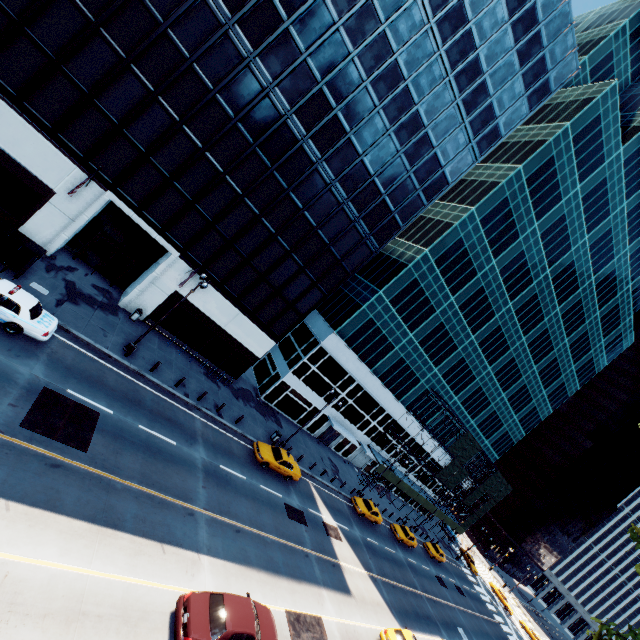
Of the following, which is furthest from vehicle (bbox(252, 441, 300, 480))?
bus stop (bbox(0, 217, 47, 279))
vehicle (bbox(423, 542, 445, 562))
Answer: vehicle (bbox(423, 542, 445, 562))

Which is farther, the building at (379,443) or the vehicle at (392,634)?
the building at (379,443)

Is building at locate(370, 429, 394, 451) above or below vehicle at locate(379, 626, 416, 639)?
above

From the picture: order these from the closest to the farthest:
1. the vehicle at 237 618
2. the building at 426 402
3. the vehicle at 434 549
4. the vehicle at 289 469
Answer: the vehicle at 237 618, the vehicle at 289 469, the vehicle at 434 549, the building at 426 402

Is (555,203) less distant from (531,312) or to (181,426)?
(531,312)

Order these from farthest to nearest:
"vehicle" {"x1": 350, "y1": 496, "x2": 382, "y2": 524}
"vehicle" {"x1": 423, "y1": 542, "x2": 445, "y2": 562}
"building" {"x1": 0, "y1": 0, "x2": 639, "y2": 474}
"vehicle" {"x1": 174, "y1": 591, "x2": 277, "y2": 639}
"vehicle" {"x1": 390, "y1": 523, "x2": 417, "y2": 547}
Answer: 1. "vehicle" {"x1": 423, "y1": 542, "x2": 445, "y2": 562}
2. "vehicle" {"x1": 390, "y1": 523, "x2": 417, "y2": 547}
3. "vehicle" {"x1": 350, "y1": 496, "x2": 382, "y2": 524}
4. "building" {"x1": 0, "y1": 0, "x2": 639, "y2": 474}
5. "vehicle" {"x1": 174, "y1": 591, "x2": 277, "y2": 639}

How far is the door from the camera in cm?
4122

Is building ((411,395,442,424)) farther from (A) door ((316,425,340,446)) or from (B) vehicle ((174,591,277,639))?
(B) vehicle ((174,591,277,639))
